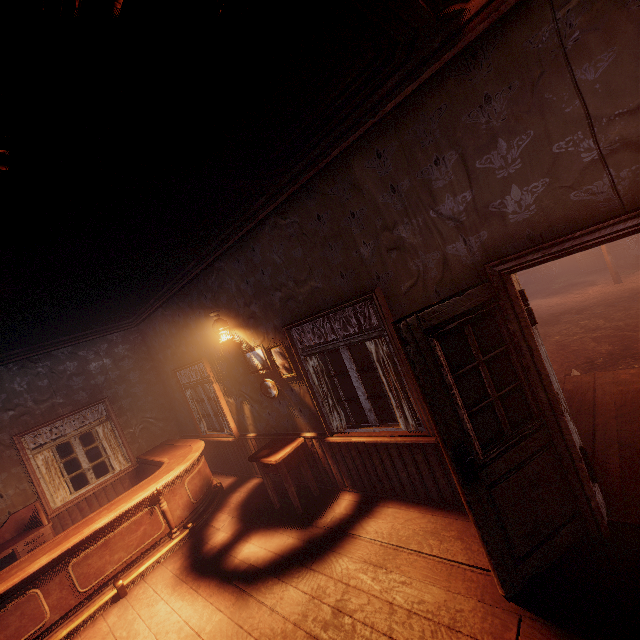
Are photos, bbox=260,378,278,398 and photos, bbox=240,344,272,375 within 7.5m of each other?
yes

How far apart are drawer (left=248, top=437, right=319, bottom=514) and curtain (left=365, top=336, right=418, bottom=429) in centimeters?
164cm

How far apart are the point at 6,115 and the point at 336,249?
2.5m

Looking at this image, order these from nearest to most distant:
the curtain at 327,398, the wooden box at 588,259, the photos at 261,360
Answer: the curtain at 327,398, the photos at 261,360, the wooden box at 588,259

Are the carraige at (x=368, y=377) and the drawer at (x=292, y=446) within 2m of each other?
no

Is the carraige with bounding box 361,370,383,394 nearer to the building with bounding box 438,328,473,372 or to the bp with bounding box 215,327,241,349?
the building with bounding box 438,328,473,372

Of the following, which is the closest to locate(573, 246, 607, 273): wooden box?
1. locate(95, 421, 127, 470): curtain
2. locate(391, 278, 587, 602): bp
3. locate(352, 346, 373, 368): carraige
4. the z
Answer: the z

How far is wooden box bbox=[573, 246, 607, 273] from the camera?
15.3 meters
